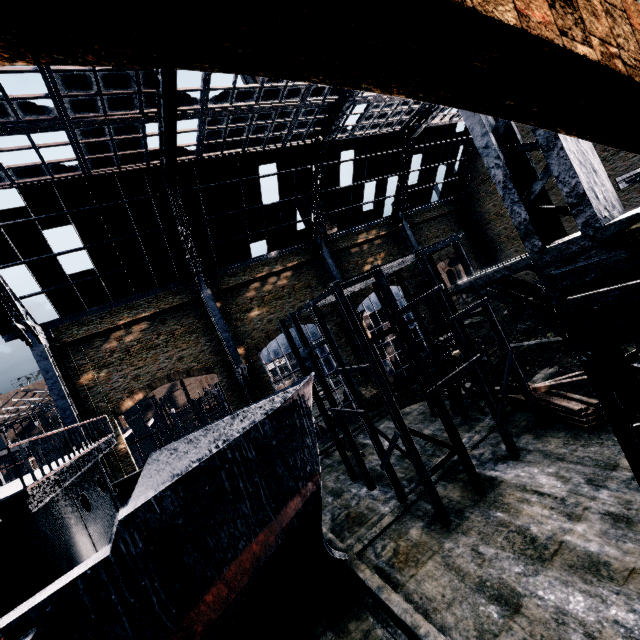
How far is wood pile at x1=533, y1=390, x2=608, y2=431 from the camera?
15.87m

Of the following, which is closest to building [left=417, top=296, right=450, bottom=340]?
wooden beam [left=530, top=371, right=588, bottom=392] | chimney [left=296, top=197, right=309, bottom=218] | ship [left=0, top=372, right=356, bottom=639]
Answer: ship [left=0, top=372, right=356, bottom=639]

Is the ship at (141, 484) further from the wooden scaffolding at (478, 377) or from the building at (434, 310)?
the building at (434, 310)

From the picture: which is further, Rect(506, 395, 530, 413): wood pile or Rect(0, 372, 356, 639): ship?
Rect(506, 395, 530, 413): wood pile

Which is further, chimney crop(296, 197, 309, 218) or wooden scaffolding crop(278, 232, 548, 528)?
chimney crop(296, 197, 309, 218)

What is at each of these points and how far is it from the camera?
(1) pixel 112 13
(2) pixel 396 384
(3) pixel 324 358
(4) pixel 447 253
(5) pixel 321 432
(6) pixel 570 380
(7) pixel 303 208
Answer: (1) building, 0.9m
(2) building, 33.9m
(3) building, 32.4m
(4) building, 42.6m
(5) building, 30.8m
(6) wooden beam, 18.4m
(7) chimney, 42.1m

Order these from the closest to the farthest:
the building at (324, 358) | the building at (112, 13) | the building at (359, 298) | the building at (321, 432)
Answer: the building at (112, 13), the building at (321, 432), the building at (324, 358), the building at (359, 298)

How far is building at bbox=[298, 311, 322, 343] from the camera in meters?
32.2
